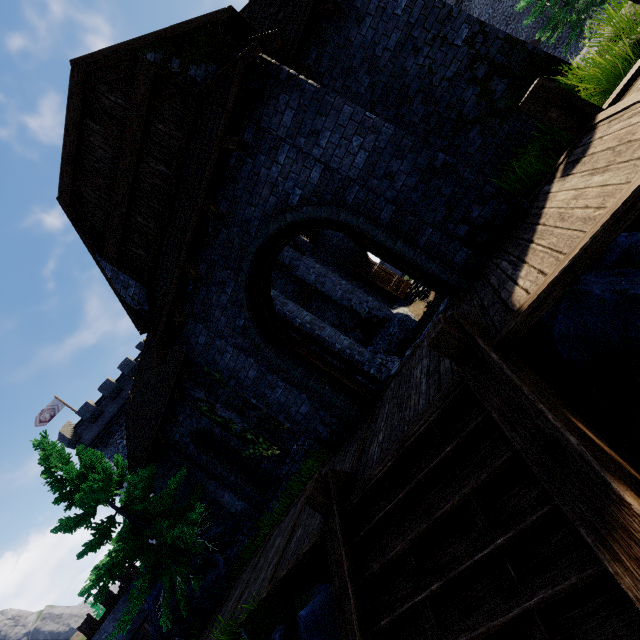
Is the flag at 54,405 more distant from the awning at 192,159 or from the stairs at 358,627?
the stairs at 358,627

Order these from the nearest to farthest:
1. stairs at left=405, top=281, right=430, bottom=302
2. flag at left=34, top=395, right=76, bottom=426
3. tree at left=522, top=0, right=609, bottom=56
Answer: stairs at left=405, top=281, right=430, bottom=302
tree at left=522, top=0, right=609, bottom=56
flag at left=34, top=395, right=76, bottom=426

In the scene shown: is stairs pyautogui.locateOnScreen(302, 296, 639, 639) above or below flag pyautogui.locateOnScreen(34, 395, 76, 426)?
below

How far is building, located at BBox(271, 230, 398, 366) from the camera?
10.3m

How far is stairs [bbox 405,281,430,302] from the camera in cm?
1568

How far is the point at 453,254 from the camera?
5.5 meters

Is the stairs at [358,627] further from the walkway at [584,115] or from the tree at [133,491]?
the tree at [133,491]

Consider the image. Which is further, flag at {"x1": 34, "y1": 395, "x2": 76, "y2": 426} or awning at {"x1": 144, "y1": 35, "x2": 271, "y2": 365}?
flag at {"x1": 34, "y1": 395, "x2": 76, "y2": 426}
